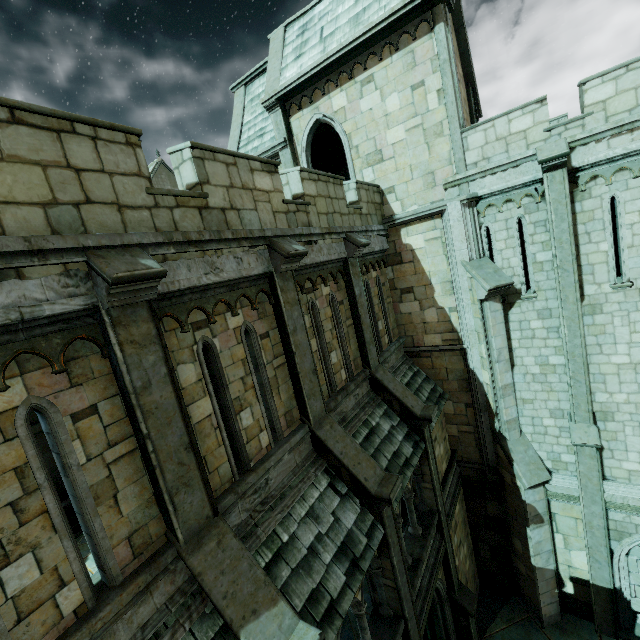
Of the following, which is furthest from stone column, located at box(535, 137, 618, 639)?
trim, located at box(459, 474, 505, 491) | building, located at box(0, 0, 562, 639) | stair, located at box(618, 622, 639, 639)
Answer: trim, located at box(459, 474, 505, 491)

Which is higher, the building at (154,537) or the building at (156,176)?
the building at (156,176)

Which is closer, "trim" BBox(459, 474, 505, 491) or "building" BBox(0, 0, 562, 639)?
"building" BBox(0, 0, 562, 639)

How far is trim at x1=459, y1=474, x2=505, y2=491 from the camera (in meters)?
11.41

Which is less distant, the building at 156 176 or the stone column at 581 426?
the stone column at 581 426

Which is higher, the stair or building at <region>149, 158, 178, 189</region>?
building at <region>149, 158, 178, 189</region>

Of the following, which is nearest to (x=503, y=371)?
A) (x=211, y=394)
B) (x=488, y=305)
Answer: (x=488, y=305)
